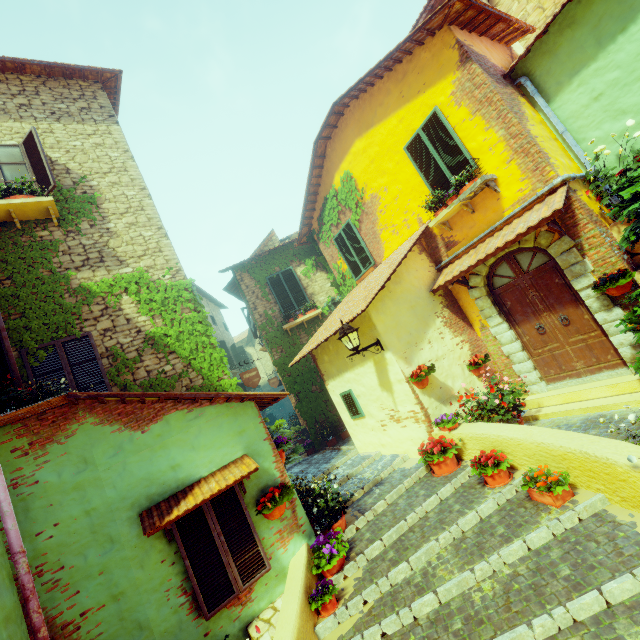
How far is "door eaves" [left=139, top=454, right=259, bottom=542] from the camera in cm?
386

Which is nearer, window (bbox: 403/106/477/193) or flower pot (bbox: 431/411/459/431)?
flower pot (bbox: 431/411/459/431)

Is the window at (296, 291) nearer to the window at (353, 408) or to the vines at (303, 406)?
the vines at (303, 406)

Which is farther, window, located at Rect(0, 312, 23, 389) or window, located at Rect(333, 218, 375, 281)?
window, located at Rect(333, 218, 375, 281)

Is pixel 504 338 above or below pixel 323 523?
above

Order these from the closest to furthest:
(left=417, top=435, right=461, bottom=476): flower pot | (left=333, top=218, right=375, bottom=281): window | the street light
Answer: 1. (left=417, top=435, right=461, bottom=476): flower pot
2. the street light
3. (left=333, top=218, right=375, bottom=281): window

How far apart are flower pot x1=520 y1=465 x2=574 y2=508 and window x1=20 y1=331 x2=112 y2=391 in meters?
6.7 m

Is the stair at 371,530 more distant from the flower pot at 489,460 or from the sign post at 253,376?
the sign post at 253,376
